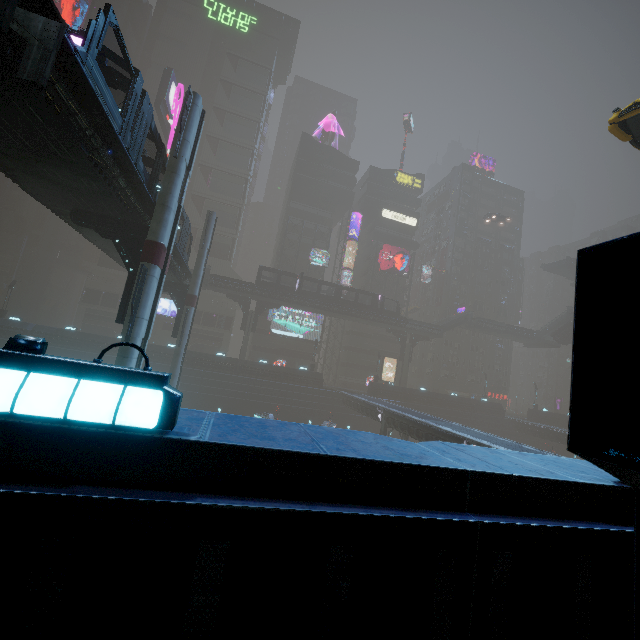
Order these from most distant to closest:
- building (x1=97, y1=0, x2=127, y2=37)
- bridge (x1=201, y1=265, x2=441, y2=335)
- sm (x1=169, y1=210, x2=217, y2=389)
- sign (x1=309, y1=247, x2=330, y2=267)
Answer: building (x1=97, y1=0, x2=127, y2=37)
sign (x1=309, y1=247, x2=330, y2=267)
bridge (x1=201, y1=265, x2=441, y2=335)
sm (x1=169, y1=210, x2=217, y2=389)

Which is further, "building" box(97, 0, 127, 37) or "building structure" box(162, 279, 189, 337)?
"building" box(97, 0, 127, 37)

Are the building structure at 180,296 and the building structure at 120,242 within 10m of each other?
no

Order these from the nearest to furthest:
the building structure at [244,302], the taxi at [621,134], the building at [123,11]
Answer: the taxi at [621,134]
the building structure at [244,302]
the building at [123,11]

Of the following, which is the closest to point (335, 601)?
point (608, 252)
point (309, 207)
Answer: point (608, 252)

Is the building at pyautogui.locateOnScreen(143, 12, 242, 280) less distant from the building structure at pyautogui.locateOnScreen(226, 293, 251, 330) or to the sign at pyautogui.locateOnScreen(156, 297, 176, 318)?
the sign at pyautogui.locateOnScreen(156, 297, 176, 318)

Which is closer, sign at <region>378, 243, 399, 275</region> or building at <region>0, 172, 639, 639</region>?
building at <region>0, 172, 639, 639</region>
